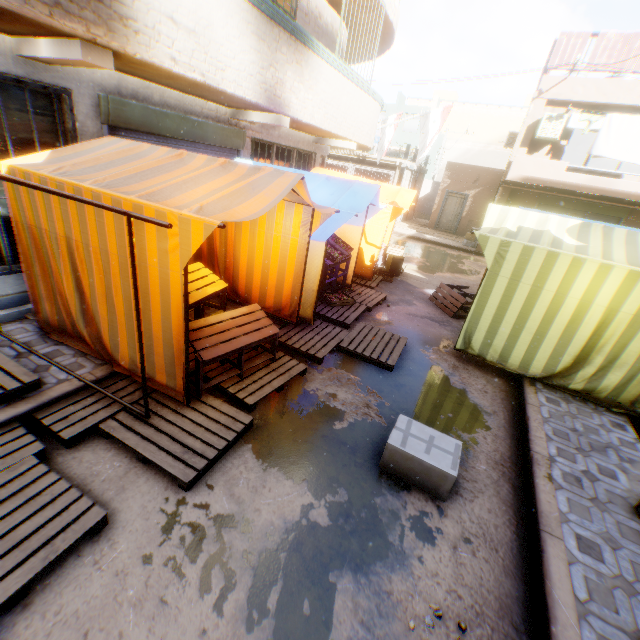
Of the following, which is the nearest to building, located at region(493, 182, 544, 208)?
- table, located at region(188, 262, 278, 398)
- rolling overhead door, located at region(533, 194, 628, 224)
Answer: rolling overhead door, located at region(533, 194, 628, 224)

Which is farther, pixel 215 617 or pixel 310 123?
pixel 310 123

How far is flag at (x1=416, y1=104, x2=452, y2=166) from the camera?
11.31m

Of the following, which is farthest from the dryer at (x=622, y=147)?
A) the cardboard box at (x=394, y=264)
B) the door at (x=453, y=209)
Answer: the cardboard box at (x=394, y=264)

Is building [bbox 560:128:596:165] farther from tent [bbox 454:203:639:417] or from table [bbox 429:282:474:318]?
table [bbox 429:282:474:318]

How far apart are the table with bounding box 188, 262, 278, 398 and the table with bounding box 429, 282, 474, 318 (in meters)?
5.11

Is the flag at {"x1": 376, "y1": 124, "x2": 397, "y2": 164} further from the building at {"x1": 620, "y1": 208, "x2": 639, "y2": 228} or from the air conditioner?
the air conditioner

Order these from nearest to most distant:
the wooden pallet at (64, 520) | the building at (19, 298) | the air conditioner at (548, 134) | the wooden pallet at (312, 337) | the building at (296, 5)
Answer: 1. the wooden pallet at (64, 520)
2. the building at (296, 5)
3. the building at (19, 298)
4. the wooden pallet at (312, 337)
5. the air conditioner at (548, 134)
